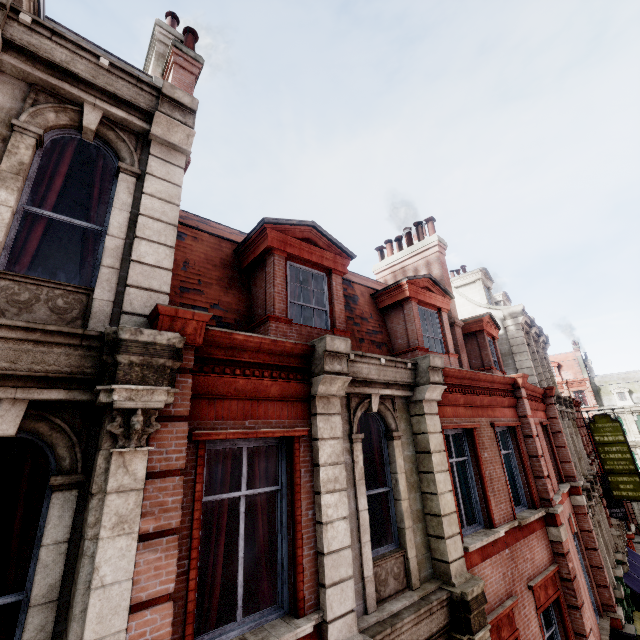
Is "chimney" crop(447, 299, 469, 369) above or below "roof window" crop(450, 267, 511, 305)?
below

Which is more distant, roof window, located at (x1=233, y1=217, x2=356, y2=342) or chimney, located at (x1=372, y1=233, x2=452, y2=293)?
chimney, located at (x1=372, y1=233, x2=452, y2=293)

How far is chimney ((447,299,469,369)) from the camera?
11.30m

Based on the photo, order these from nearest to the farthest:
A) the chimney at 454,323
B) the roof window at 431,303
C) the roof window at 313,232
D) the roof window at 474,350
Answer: the roof window at 313,232
the roof window at 431,303
the chimney at 454,323
the roof window at 474,350

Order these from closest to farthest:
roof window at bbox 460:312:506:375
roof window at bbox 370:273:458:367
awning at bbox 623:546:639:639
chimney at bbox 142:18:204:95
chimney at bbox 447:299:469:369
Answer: chimney at bbox 142:18:204:95 → roof window at bbox 370:273:458:367 → chimney at bbox 447:299:469:369 → roof window at bbox 460:312:506:375 → awning at bbox 623:546:639:639

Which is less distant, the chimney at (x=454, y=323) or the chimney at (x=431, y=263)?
the chimney at (x=454, y=323)

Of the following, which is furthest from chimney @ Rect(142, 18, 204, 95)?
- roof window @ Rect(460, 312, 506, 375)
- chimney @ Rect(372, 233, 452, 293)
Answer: roof window @ Rect(460, 312, 506, 375)

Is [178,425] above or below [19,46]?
below
